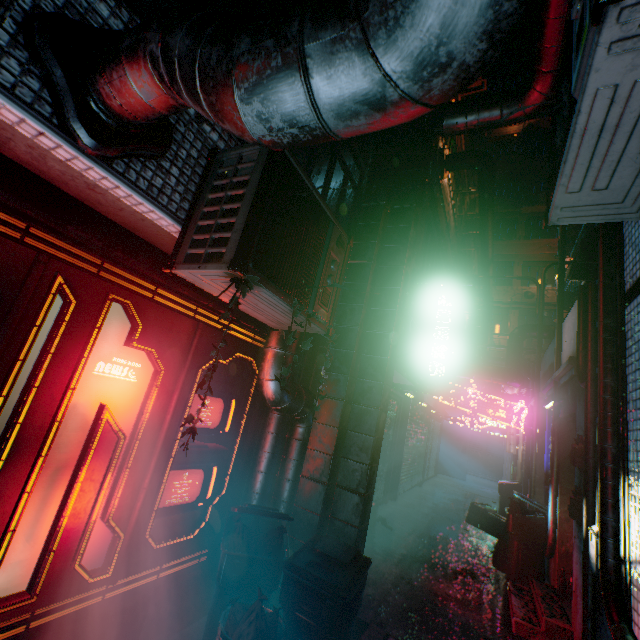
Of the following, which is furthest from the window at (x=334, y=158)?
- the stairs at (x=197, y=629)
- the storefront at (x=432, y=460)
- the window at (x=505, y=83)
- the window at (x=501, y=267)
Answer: the window at (x=505, y=83)

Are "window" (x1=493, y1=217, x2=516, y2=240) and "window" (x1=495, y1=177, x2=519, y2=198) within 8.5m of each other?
yes

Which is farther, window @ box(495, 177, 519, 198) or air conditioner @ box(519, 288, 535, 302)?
window @ box(495, 177, 519, 198)

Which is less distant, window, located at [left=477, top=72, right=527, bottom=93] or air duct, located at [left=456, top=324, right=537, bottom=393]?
air duct, located at [left=456, top=324, right=537, bottom=393]

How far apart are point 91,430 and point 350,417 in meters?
2.2

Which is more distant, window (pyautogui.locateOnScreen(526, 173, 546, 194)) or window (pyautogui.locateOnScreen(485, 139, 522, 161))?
window (pyautogui.locateOnScreen(485, 139, 522, 161))

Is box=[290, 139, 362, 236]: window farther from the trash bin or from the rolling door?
the rolling door

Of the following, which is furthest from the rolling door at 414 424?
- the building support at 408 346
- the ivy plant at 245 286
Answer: the ivy plant at 245 286
